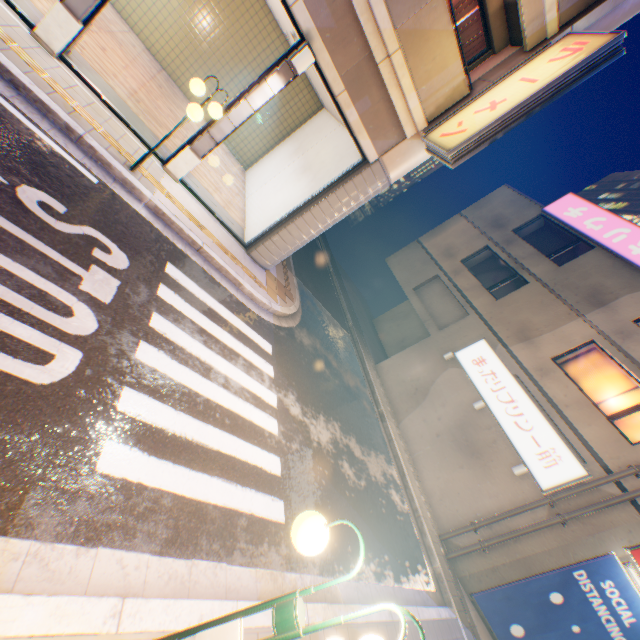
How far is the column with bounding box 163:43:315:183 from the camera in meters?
6.9

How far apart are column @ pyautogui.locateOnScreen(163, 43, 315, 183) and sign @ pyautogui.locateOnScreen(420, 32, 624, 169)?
2.9 meters

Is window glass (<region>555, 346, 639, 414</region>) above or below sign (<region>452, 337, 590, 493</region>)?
above

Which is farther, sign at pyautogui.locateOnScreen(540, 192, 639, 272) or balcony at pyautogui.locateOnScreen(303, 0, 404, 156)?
sign at pyautogui.locateOnScreen(540, 192, 639, 272)

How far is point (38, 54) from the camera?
5.78m

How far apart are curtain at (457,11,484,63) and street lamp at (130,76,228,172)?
5.3m

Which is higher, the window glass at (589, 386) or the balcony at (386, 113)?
the window glass at (589, 386)

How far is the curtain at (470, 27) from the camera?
8.0m
